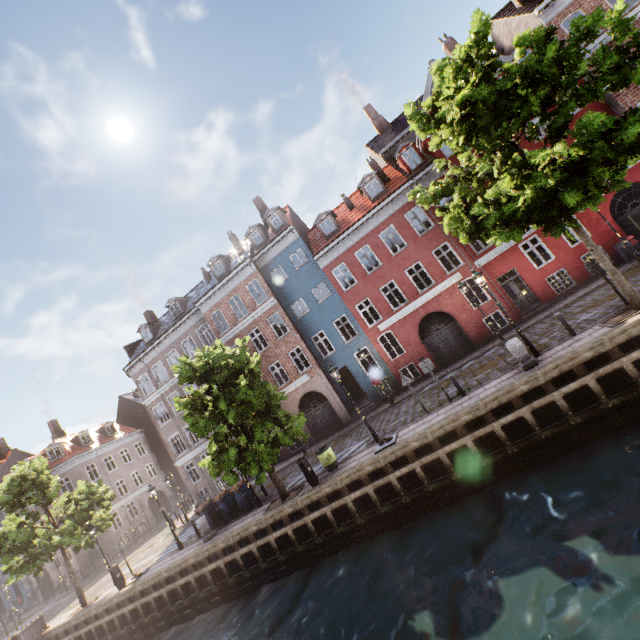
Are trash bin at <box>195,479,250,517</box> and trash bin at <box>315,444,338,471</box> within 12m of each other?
yes

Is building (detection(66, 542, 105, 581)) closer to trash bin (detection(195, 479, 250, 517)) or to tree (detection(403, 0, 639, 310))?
tree (detection(403, 0, 639, 310))

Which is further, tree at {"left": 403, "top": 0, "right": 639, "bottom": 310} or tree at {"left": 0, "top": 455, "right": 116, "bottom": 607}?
tree at {"left": 0, "top": 455, "right": 116, "bottom": 607}

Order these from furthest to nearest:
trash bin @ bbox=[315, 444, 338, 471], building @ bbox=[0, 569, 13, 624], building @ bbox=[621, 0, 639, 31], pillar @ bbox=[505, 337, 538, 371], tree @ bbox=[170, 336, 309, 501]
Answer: building @ bbox=[0, 569, 13, 624]
building @ bbox=[621, 0, 639, 31]
trash bin @ bbox=[315, 444, 338, 471]
tree @ bbox=[170, 336, 309, 501]
pillar @ bbox=[505, 337, 538, 371]

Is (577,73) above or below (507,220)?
above

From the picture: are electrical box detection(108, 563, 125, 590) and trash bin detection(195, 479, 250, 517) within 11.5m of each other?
yes

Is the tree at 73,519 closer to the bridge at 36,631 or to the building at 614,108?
the bridge at 36,631
